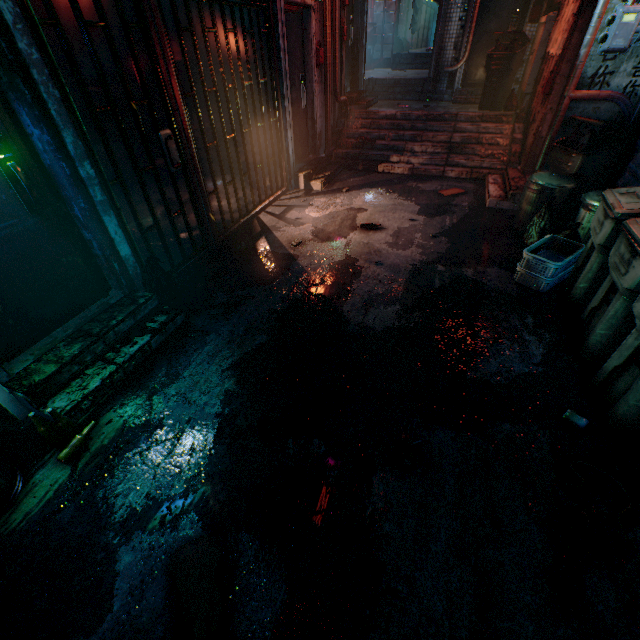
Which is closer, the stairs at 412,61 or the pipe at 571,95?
the pipe at 571,95

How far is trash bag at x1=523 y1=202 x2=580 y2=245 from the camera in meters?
3.2

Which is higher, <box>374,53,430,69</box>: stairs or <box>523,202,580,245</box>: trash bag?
<box>374,53,430,69</box>: stairs

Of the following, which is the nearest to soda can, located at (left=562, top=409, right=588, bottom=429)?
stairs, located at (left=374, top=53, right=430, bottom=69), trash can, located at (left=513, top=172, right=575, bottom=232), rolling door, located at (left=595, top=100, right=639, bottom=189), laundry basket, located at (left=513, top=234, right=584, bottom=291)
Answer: rolling door, located at (left=595, top=100, right=639, bottom=189)

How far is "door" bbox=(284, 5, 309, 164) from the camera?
4.8m

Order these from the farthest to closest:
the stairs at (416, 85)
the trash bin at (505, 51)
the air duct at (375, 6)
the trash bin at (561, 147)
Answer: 1. the air duct at (375, 6)
2. the stairs at (416, 85)
3. the trash bin at (505, 51)
4. the trash bin at (561, 147)

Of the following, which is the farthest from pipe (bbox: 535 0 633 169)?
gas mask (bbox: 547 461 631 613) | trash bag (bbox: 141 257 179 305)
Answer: trash bag (bbox: 141 257 179 305)

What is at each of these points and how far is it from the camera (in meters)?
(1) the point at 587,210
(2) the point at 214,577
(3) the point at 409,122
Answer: (1) trash can, 3.33
(2) newspaper, 1.50
(3) stairs, 6.47
